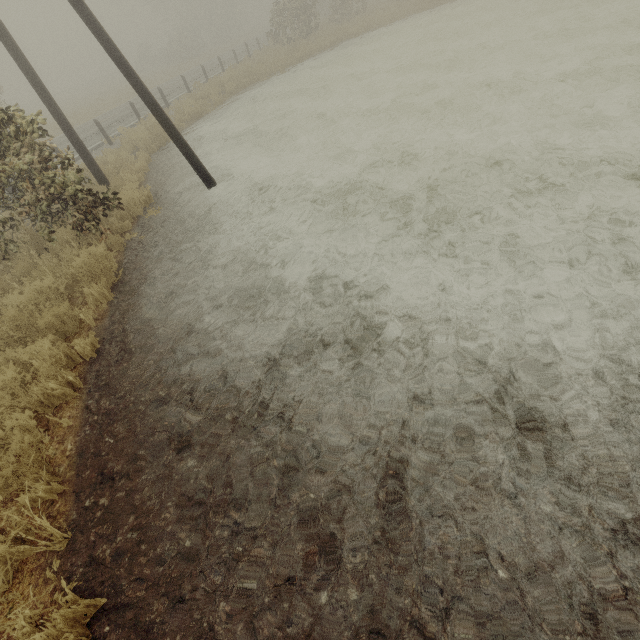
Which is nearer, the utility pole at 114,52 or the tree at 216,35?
the utility pole at 114,52

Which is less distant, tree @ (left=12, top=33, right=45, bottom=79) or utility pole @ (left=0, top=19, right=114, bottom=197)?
utility pole @ (left=0, top=19, right=114, bottom=197)

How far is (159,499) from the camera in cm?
305

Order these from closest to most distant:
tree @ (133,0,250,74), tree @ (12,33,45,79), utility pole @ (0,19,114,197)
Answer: utility pole @ (0,19,114,197) < tree @ (133,0,250,74) < tree @ (12,33,45,79)

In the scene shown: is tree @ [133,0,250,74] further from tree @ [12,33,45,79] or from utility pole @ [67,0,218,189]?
utility pole @ [67,0,218,189]

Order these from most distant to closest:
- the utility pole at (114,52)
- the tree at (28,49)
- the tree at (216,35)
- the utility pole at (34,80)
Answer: the tree at (28,49) < the tree at (216,35) < the utility pole at (34,80) < the utility pole at (114,52)
